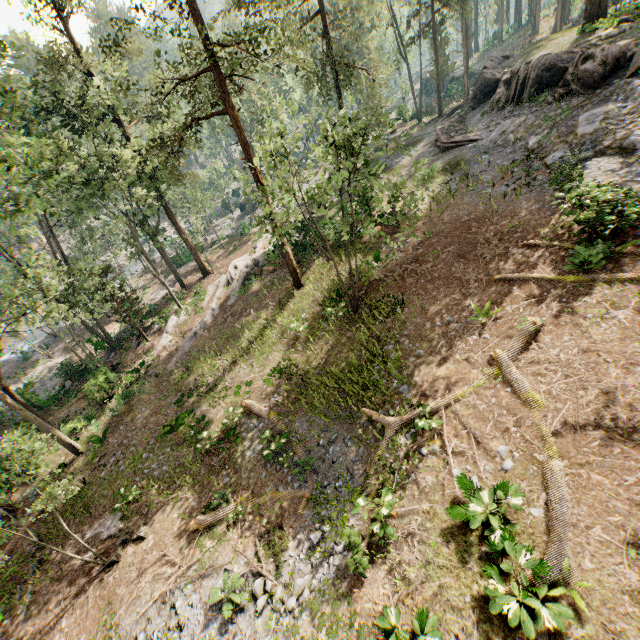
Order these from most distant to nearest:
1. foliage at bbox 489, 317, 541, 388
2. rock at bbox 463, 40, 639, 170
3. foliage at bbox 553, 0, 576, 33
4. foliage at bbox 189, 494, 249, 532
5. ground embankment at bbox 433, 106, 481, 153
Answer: foliage at bbox 553, 0, 576, 33
ground embankment at bbox 433, 106, 481, 153
rock at bbox 463, 40, 639, 170
foliage at bbox 189, 494, 249, 532
foliage at bbox 489, 317, 541, 388

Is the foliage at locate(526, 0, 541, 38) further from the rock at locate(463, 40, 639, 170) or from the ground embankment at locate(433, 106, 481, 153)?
the ground embankment at locate(433, 106, 481, 153)

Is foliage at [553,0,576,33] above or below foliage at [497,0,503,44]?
below

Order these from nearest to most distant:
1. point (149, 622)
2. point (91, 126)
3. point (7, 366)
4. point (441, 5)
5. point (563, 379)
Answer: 1. point (563, 379)
2. point (149, 622)
3. point (91, 126)
4. point (441, 5)
5. point (7, 366)

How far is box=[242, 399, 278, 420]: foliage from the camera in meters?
15.1 m

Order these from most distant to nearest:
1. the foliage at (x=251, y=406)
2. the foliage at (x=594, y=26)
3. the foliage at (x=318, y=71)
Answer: the foliage at (x=594, y=26), the foliage at (x=251, y=406), the foliage at (x=318, y=71)

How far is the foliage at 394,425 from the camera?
10.4 meters
